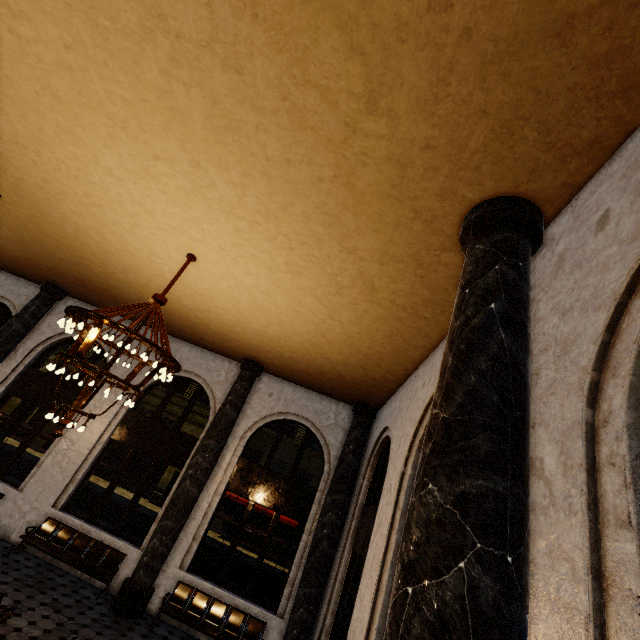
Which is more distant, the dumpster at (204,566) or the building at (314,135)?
the dumpster at (204,566)

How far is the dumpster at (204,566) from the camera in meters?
10.4 m

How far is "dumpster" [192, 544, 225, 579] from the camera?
10.4 meters

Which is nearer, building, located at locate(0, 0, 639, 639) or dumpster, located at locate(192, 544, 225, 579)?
building, located at locate(0, 0, 639, 639)

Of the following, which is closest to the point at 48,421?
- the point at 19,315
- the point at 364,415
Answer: the point at 19,315
